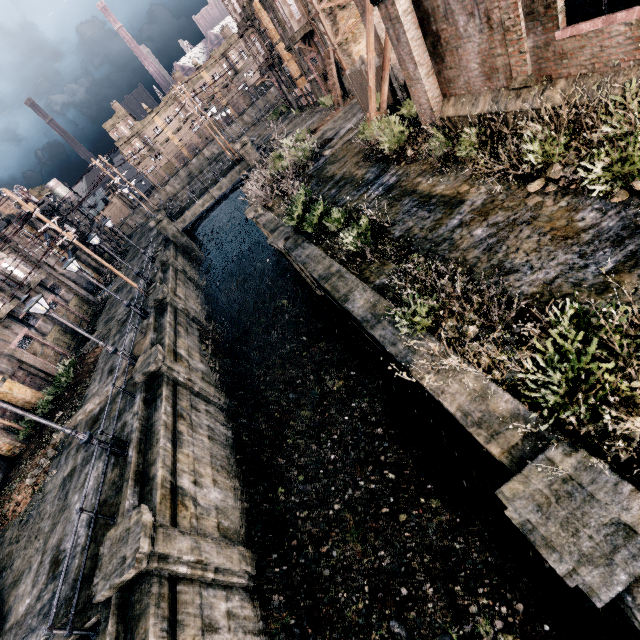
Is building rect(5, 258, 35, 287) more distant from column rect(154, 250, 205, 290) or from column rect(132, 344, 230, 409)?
column rect(132, 344, 230, 409)

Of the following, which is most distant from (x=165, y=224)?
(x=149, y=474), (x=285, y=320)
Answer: (x=149, y=474)

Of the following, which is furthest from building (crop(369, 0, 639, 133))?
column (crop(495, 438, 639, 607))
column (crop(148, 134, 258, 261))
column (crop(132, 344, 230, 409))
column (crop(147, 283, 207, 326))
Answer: column (crop(147, 283, 207, 326))

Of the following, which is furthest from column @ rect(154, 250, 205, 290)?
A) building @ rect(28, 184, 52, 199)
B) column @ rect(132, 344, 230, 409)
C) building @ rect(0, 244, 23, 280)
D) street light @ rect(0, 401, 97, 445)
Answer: building @ rect(28, 184, 52, 199)

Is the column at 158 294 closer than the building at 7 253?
Yes

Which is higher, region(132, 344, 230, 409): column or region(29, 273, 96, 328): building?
region(29, 273, 96, 328): building

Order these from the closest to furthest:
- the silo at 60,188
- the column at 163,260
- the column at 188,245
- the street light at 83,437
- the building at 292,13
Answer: the street light at 83,437 < the building at 292,13 < the column at 163,260 < the column at 188,245 < the silo at 60,188

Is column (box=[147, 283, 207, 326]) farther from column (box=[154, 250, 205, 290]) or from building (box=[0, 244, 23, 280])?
building (box=[0, 244, 23, 280])
